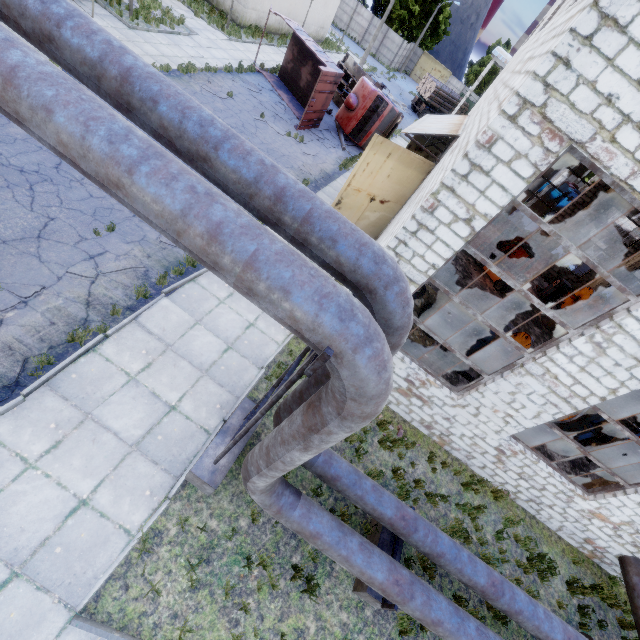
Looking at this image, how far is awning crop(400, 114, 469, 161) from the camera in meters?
10.5

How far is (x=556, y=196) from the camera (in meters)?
36.72

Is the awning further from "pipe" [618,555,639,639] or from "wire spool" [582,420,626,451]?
"pipe" [618,555,639,639]

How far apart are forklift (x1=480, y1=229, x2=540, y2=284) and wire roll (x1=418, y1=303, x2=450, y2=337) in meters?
6.9 m

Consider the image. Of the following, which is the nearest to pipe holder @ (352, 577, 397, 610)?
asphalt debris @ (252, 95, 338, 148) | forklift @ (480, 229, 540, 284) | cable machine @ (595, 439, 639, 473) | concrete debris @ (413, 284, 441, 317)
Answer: concrete debris @ (413, 284, 441, 317)

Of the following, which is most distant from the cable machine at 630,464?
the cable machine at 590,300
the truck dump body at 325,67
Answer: the truck dump body at 325,67

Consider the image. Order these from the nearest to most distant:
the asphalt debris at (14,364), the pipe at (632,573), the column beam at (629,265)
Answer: the asphalt debris at (14,364) < the pipe at (632,573) < the column beam at (629,265)

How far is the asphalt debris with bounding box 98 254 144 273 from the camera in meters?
7.7 m
